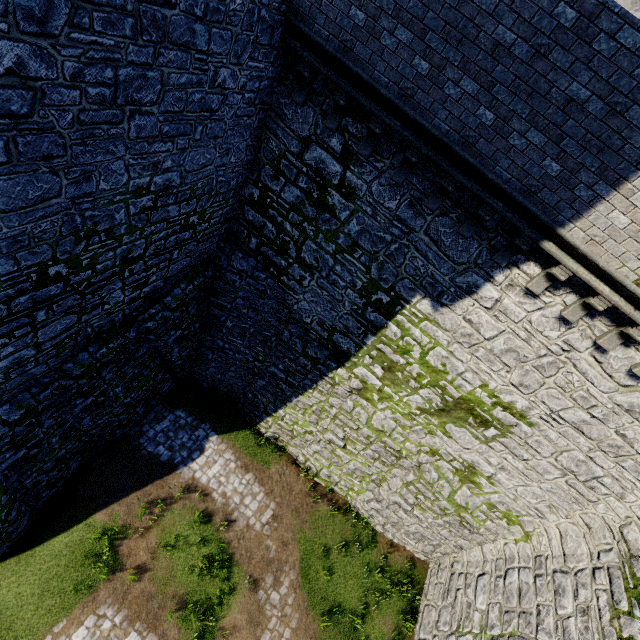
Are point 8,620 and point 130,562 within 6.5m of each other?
yes
